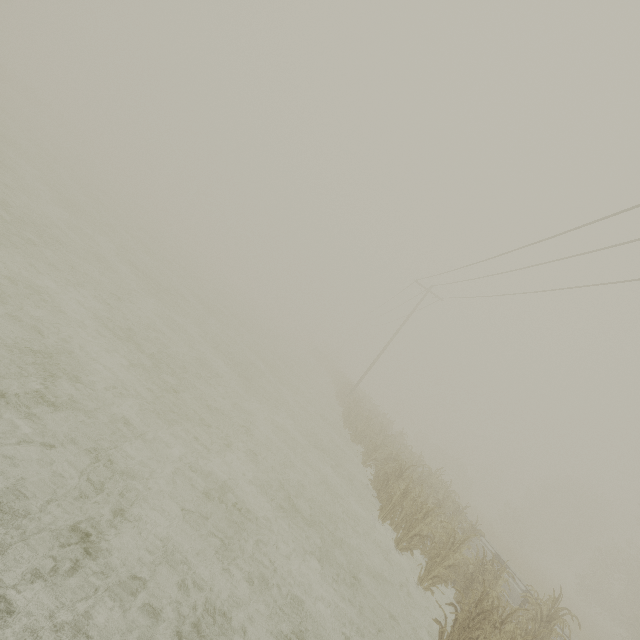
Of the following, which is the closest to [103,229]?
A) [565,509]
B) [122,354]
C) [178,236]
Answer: [122,354]

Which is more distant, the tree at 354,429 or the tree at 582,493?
the tree at 582,493

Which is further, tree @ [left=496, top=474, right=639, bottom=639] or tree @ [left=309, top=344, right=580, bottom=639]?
tree @ [left=496, top=474, right=639, bottom=639]

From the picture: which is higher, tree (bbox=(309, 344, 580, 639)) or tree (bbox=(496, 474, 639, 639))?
tree (bbox=(496, 474, 639, 639))

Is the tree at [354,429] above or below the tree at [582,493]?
below
